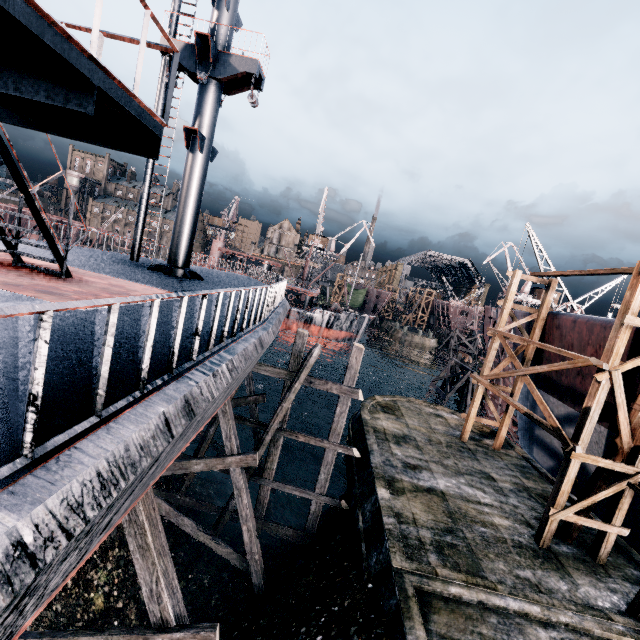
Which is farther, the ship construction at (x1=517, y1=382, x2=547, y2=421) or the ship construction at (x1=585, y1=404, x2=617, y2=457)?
the ship construction at (x1=517, y1=382, x2=547, y2=421)

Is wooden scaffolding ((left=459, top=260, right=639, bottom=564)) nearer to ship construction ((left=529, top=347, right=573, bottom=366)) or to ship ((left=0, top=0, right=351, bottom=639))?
ship construction ((left=529, top=347, right=573, bottom=366))

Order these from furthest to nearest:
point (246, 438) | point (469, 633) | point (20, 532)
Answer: point (246, 438)
point (469, 633)
point (20, 532)

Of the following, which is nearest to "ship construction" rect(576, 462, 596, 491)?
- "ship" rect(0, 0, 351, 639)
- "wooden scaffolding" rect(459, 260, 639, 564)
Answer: "wooden scaffolding" rect(459, 260, 639, 564)

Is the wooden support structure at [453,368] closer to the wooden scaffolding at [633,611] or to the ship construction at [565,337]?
the ship construction at [565,337]

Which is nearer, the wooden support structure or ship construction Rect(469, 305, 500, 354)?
ship construction Rect(469, 305, 500, 354)

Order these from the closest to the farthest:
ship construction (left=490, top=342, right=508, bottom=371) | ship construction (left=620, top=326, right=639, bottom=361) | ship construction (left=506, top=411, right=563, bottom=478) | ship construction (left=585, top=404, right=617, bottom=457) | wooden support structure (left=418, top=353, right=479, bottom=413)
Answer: ship construction (left=620, top=326, right=639, bottom=361), ship construction (left=585, top=404, right=617, bottom=457), ship construction (left=506, top=411, right=563, bottom=478), ship construction (left=490, top=342, right=508, bottom=371), wooden support structure (left=418, top=353, right=479, bottom=413)

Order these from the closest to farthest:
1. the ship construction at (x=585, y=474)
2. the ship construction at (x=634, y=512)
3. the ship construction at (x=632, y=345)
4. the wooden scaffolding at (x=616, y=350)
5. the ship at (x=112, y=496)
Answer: the ship at (x=112, y=496) → the wooden scaffolding at (x=616, y=350) → the ship construction at (x=632, y=345) → the ship construction at (x=634, y=512) → the ship construction at (x=585, y=474)
